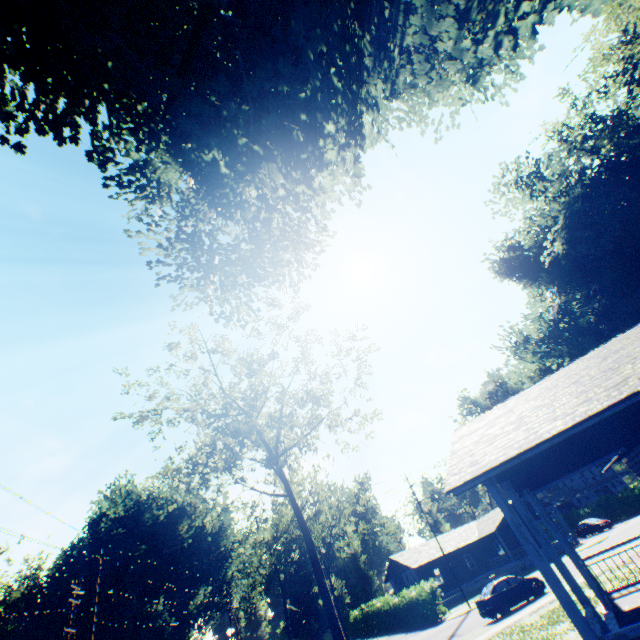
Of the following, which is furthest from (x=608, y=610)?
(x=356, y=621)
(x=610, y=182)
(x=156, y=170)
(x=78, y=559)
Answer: (x=78, y=559)

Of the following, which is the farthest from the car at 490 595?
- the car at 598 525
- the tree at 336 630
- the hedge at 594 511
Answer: the hedge at 594 511

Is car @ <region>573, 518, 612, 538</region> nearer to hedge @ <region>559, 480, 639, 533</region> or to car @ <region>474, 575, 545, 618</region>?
hedge @ <region>559, 480, 639, 533</region>

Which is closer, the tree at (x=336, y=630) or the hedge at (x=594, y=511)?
the tree at (x=336, y=630)

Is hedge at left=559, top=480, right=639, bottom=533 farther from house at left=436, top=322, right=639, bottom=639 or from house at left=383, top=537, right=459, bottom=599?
house at left=436, top=322, right=639, bottom=639

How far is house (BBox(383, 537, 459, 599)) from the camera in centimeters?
3934cm

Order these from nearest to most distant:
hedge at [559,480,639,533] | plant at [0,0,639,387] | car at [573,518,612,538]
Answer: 1. plant at [0,0,639,387]
2. car at [573,518,612,538]
3. hedge at [559,480,639,533]

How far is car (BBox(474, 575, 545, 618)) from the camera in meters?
20.3 m
